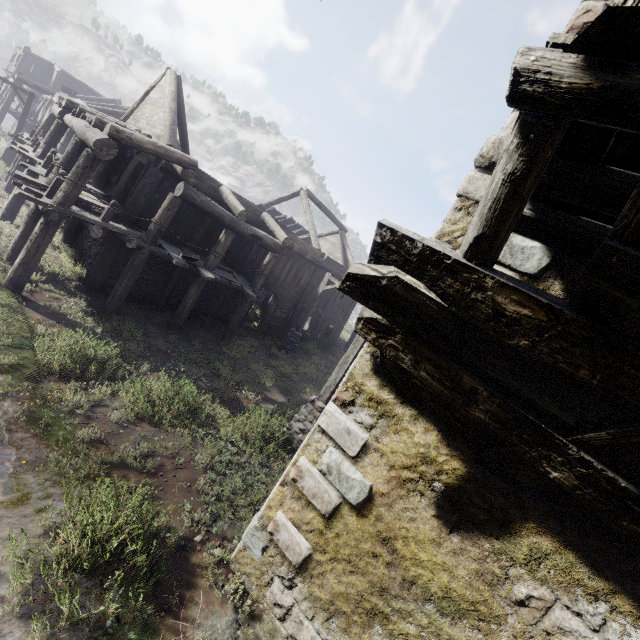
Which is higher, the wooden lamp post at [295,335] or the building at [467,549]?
the building at [467,549]

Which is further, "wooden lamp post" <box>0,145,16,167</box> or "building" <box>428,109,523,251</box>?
"wooden lamp post" <box>0,145,16,167</box>

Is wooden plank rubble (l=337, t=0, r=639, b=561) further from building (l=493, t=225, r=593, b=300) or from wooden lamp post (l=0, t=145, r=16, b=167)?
wooden lamp post (l=0, t=145, r=16, b=167)

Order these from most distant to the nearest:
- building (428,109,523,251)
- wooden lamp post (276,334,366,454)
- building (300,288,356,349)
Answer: building (300,288,356,349) → wooden lamp post (276,334,366,454) → building (428,109,523,251)

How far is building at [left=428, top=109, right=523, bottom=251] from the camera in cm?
365

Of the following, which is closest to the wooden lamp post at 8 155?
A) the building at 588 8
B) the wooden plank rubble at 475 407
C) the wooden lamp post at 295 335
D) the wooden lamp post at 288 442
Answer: the building at 588 8

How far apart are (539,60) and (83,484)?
7.0 meters

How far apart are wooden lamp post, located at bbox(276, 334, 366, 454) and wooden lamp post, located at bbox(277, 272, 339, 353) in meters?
6.3 m
